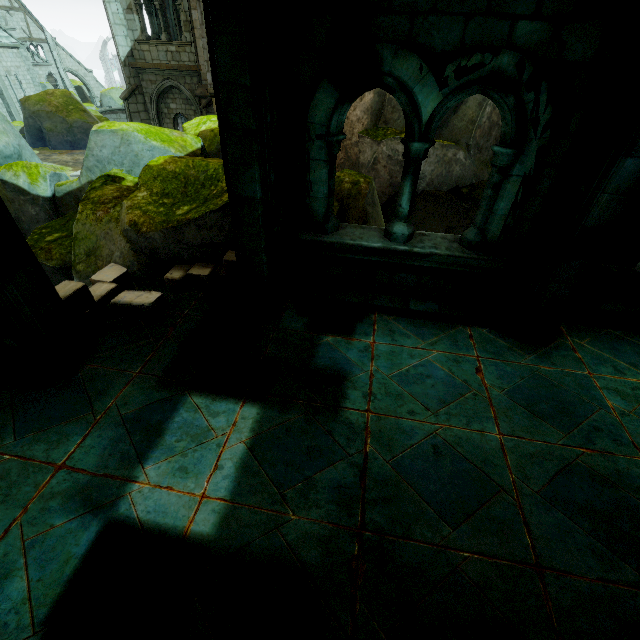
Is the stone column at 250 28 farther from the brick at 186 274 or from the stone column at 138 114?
the stone column at 138 114

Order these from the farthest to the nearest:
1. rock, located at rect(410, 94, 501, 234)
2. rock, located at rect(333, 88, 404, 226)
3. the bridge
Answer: the bridge, rock, located at rect(410, 94, 501, 234), rock, located at rect(333, 88, 404, 226)

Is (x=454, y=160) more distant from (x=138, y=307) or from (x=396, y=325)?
(x=138, y=307)

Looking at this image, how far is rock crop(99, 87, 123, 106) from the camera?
39.53m

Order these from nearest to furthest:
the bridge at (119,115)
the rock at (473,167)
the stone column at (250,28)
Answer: the stone column at (250,28), the rock at (473,167), the bridge at (119,115)

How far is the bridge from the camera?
36.1m

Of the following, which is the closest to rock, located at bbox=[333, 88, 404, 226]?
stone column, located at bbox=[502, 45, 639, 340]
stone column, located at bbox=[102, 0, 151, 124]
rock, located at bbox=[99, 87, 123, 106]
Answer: stone column, located at bbox=[502, 45, 639, 340]

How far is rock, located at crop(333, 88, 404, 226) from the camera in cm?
649
